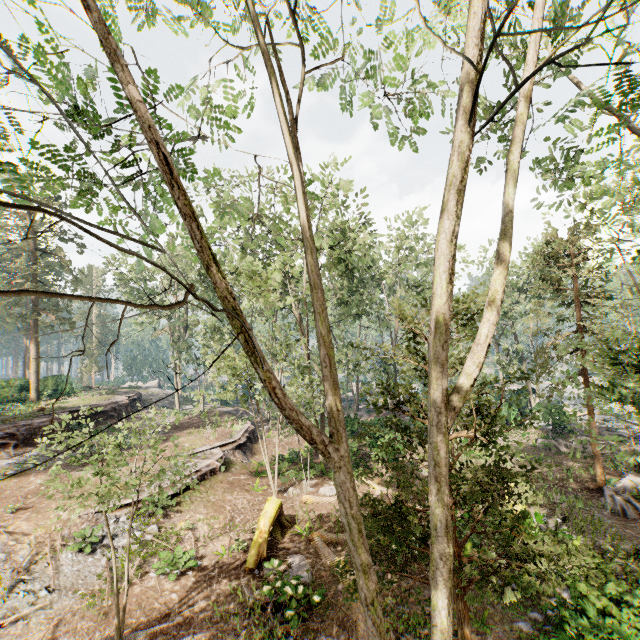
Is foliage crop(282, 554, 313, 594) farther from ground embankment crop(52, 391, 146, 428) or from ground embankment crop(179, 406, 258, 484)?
ground embankment crop(52, 391, 146, 428)

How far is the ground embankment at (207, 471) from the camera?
18.2 meters

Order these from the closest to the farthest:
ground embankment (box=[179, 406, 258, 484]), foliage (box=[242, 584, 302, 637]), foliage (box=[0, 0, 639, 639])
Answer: foliage (box=[0, 0, 639, 639]), foliage (box=[242, 584, 302, 637]), ground embankment (box=[179, 406, 258, 484])

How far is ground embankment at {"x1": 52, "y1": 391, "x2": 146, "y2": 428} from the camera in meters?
24.8 m

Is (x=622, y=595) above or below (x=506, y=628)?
above

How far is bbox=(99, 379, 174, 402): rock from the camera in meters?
43.3

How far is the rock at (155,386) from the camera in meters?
43.3

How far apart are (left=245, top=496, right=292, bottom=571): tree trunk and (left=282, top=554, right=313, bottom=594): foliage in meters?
0.7 m
